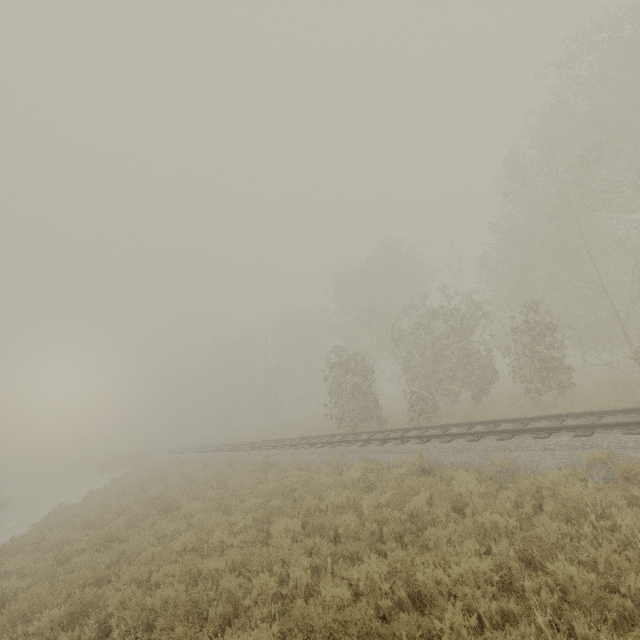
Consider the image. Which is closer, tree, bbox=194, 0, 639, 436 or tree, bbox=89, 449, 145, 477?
tree, bbox=194, 0, 639, 436

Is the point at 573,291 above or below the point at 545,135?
below

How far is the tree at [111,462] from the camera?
31.8 meters

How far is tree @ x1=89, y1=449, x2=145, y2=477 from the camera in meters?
31.8 m

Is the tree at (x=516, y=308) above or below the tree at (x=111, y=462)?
above

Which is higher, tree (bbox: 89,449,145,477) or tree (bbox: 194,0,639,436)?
tree (bbox: 194,0,639,436)
